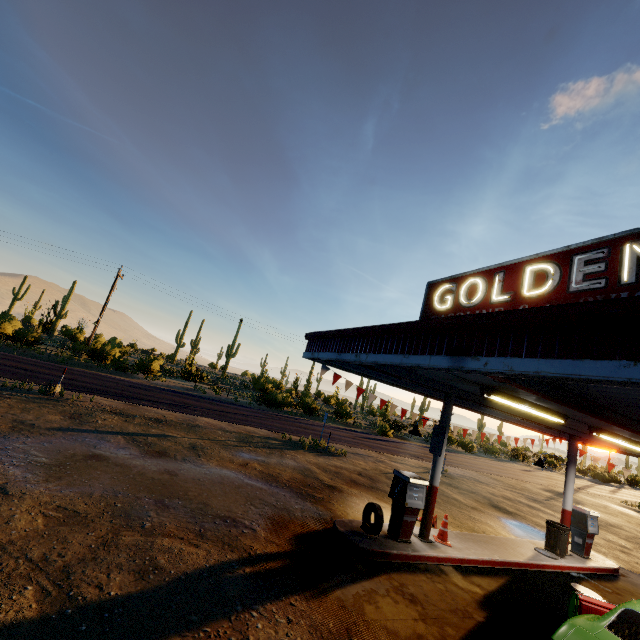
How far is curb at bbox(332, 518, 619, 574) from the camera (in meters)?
7.27

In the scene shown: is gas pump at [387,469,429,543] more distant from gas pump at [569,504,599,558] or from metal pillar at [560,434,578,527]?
gas pump at [569,504,599,558]

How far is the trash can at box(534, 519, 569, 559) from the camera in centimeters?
1013cm

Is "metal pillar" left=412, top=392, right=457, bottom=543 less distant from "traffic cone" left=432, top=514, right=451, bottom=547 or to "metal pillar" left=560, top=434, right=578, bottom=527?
"traffic cone" left=432, top=514, right=451, bottom=547

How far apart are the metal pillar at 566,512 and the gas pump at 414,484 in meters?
6.7 m

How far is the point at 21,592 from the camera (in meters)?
3.79

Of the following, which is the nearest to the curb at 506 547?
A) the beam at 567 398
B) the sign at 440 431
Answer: the sign at 440 431

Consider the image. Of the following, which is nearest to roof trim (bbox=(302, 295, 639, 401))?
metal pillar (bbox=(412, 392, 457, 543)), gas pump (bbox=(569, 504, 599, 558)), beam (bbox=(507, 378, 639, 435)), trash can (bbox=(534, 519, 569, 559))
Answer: beam (bbox=(507, 378, 639, 435))
